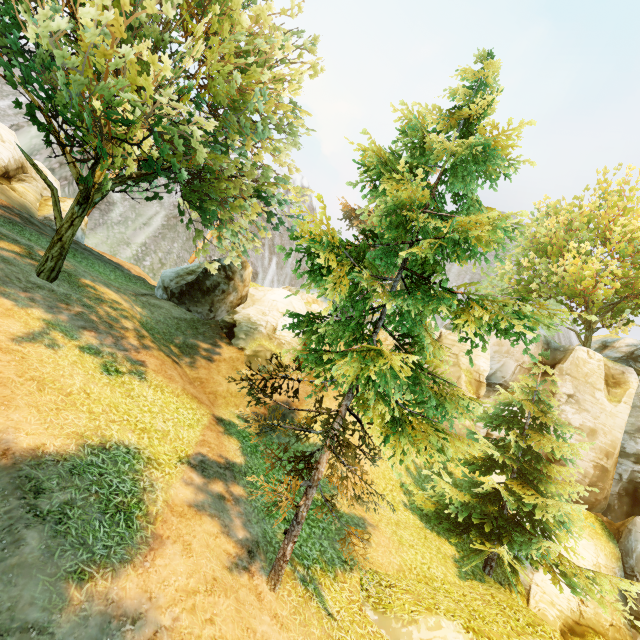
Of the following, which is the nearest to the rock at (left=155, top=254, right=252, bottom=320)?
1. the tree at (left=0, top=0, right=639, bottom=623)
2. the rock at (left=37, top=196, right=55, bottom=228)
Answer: the tree at (left=0, top=0, right=639, bottom=623)

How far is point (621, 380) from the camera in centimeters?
2048cm

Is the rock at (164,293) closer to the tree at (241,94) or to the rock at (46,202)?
the tree at (241,94)

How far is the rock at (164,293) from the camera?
19.67m

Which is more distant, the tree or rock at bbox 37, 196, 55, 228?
rock at bbox 37, 196, 55, 228

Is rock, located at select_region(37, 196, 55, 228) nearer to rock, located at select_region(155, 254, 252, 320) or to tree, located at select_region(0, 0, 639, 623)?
tree, located at select_region(0, 0, 639, 623)

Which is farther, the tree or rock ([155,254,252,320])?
rock ([155,254,252,320])
